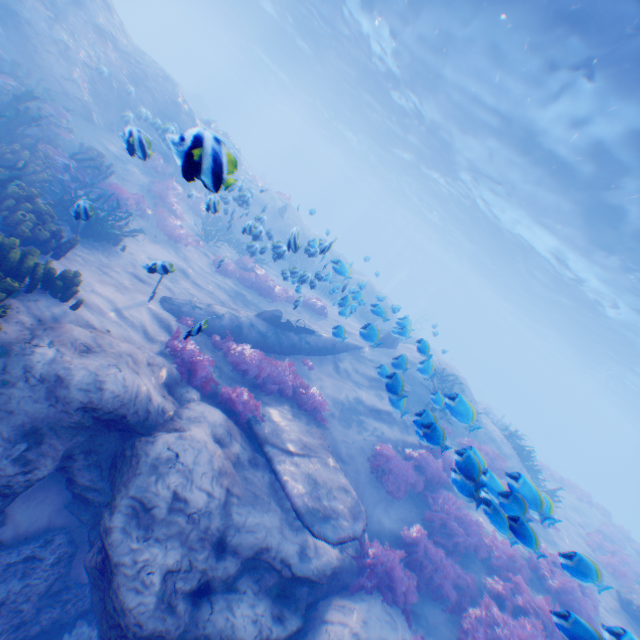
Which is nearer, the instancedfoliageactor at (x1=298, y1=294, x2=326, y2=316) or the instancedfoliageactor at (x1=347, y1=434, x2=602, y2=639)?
the instancedfoliageactor at (x1=347, y1=434, x2=602, y2=639)

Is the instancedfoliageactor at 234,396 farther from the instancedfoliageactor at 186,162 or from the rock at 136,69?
the instancedfoliageactor at 186,162

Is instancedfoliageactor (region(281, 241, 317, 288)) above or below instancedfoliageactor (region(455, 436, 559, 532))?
below

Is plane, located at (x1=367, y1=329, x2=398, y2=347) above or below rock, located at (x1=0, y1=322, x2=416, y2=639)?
above

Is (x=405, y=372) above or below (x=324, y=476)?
above

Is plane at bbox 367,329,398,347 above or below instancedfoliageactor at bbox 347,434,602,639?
above

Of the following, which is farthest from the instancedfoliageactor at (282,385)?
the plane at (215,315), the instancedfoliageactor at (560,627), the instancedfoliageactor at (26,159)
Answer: the instancedfoliageactor at (26,159)

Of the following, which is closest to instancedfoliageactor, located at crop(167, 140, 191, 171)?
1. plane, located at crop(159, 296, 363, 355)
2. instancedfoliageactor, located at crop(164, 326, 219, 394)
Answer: plane, located at crop(159, 296, 363, 355)
